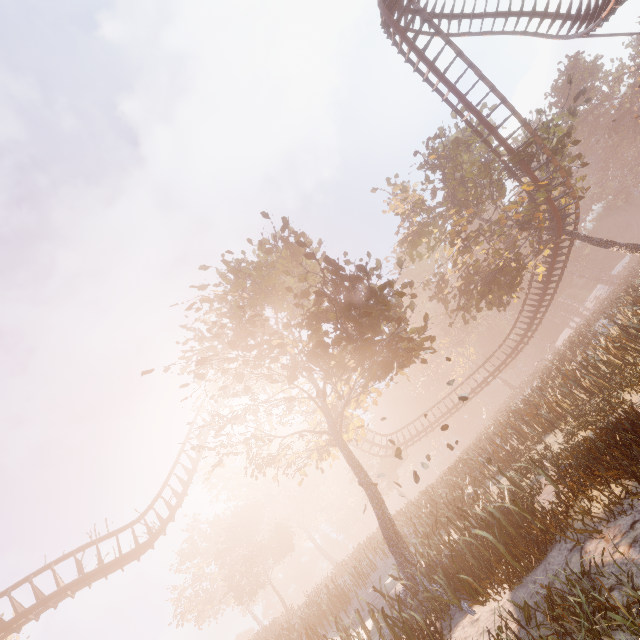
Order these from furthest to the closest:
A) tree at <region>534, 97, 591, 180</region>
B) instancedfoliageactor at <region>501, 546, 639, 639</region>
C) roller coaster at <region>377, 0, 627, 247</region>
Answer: tree at <region>534, 97, 591, 180</region>, roller coaster at <region>377, 0, 627, 247</region>, instancedfoliageactor at <region>501, 546, 639, 639</region>

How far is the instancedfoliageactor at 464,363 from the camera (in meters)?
52.12

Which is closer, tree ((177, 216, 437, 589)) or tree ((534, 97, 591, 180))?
tree ((177, 216, 437, 589))

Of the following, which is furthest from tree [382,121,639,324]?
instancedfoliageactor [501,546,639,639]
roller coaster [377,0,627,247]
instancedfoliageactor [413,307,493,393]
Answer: instancedfoliageactor [501,546,639,639]

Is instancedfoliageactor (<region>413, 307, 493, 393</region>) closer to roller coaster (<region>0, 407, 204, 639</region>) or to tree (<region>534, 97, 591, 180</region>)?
tree (<region>534, 97, 591, 180</region>)

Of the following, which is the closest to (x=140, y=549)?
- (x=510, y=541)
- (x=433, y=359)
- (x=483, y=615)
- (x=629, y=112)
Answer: (x=483, y=615)

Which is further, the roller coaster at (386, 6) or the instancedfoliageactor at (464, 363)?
the instancedfoliageactor at (464, 363)
